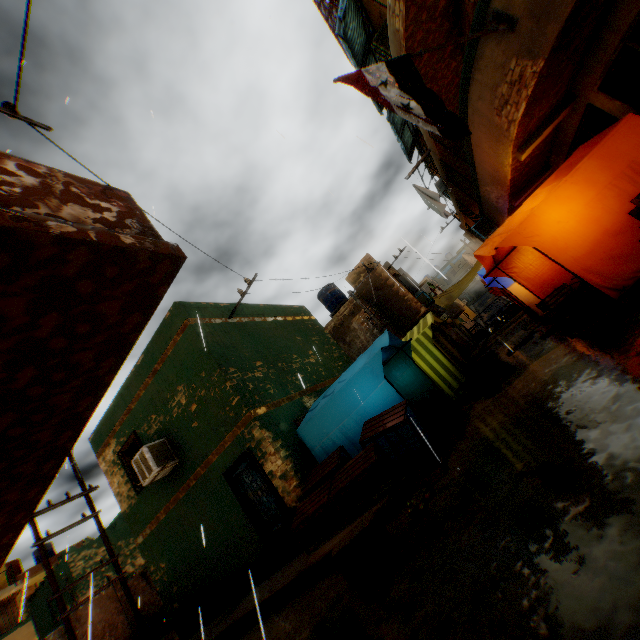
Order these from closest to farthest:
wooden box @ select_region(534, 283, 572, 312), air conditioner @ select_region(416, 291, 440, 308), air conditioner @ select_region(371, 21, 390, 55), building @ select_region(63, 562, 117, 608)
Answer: wooden box @ select_region(534, 283, 572, 312) < air conditioner @ select_region(371, 21, 390, 55) < air conditioner @ select_region(416, 291, 440, 308) < building @ select_region(63, 562, 117, 608)

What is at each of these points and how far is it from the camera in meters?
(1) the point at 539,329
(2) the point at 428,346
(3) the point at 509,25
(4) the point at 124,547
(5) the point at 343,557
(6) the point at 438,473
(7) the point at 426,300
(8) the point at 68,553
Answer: (1) wooden pallet, 9.8 m
(2) tent, 9.6 m
(3) flagpole, 4.9 m
(4) building, 22.9 m
(5) cardboard box, 4.1 m
(6) wooden box, 5.2 m
(7) air conditioner, 18.9 m
(8) building, 20.9 m

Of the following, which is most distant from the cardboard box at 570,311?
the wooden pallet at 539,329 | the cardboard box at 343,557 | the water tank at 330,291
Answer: the water tank at 330,291

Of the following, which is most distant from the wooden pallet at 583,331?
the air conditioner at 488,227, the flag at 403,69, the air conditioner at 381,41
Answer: the air conditioner at 381,41

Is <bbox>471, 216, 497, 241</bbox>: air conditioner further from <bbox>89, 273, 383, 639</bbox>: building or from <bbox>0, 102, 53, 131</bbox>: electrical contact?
<bbox>0, 102, 53, 131</bbox>: electrical contact

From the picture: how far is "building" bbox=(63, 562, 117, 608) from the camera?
20.1m

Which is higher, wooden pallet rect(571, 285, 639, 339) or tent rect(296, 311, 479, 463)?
tent rect(296, 311, 479, 463)

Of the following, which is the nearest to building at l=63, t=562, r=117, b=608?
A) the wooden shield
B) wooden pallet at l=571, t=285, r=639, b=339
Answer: the wooden shield
